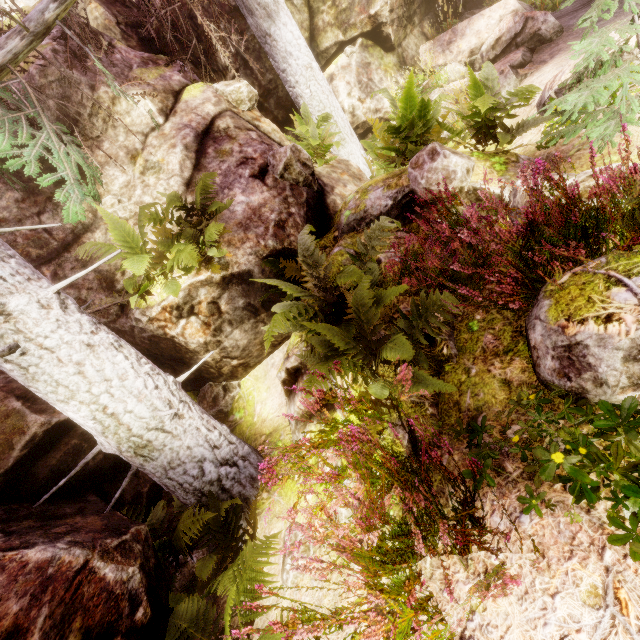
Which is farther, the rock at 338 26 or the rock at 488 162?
the rock at 338 26

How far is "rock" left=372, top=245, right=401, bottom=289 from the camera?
3.8 meters

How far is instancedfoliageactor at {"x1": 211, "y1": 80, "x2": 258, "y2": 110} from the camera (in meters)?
6.05

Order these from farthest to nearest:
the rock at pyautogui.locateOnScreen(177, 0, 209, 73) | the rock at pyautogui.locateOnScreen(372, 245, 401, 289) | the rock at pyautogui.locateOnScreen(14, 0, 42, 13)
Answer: the rock at pyautogui.locateOnScreen(177, 0, 209, 73), the rock at pyautogui.locateOnScreen(14, 0, 42, 13), the rock at pyautogui.locateOnScreen(372, 245, 401, 289)

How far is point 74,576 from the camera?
2.37m

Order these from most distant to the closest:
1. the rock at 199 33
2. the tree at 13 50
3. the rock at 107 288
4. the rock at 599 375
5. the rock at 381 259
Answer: the rock at 199 33
the rock at 107 288
the tree at 13 50
the rock at 381 259
the rock at 599 375
